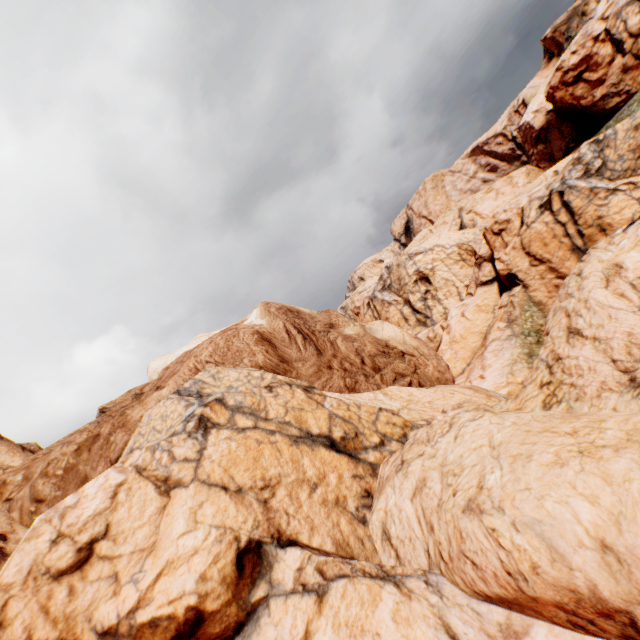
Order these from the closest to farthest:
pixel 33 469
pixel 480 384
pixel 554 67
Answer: pixel 33 469, pixel 480 384, pixel 554 67
